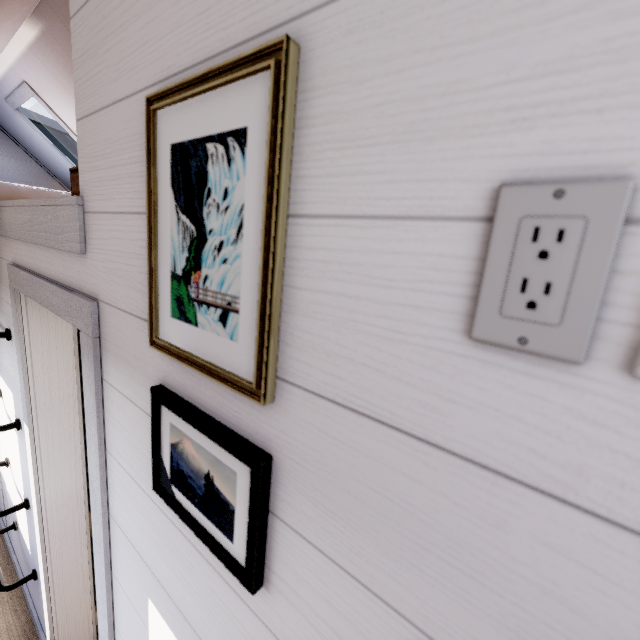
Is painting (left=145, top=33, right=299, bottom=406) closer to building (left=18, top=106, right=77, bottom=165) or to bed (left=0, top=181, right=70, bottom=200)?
bed (left=0, top=181, right=70, bottom=200)

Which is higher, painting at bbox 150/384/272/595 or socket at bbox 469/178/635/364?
socket at bbox 469/178/635/364

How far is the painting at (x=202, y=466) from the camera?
0.49m

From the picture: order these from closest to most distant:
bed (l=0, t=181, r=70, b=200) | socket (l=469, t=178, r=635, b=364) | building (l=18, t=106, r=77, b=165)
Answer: socket (l=469, t=178, r=635, b=364) < bed (l=0, t=181, r=70, b=200) < building (l=18, t=106, r=77, b=165)

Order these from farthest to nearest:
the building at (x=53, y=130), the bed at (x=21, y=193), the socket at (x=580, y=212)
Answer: the building at (x=53, y=130), the bed at (x=21, y=193), the socket at (x=580, y=212)

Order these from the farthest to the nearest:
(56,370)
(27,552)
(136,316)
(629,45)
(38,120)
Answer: (38,120), (27,552), (56,370), (136,316), (629,45)

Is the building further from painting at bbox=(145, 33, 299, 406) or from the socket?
the socket
